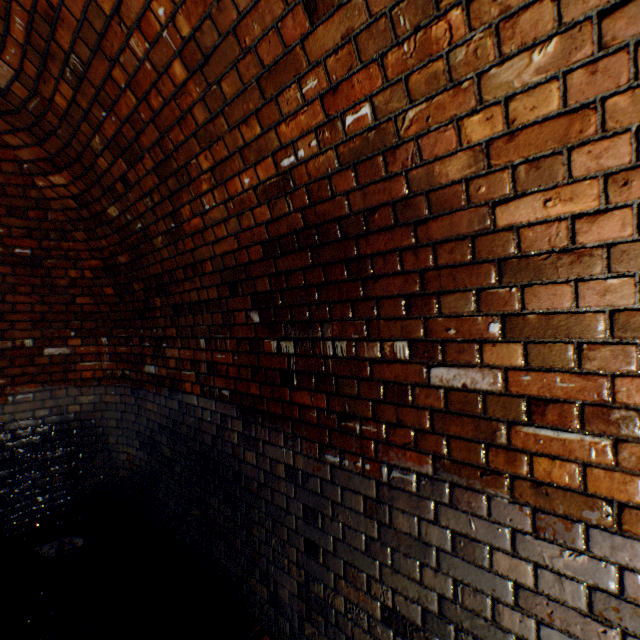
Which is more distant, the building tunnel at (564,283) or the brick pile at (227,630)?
the brick pile at (227,630)

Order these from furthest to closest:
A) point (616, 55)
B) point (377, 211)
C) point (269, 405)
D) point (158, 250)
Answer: point (158, 250) → point (269, 405) → point (377, 211) → point (616, 55)

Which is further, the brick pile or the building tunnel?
the brick pile
